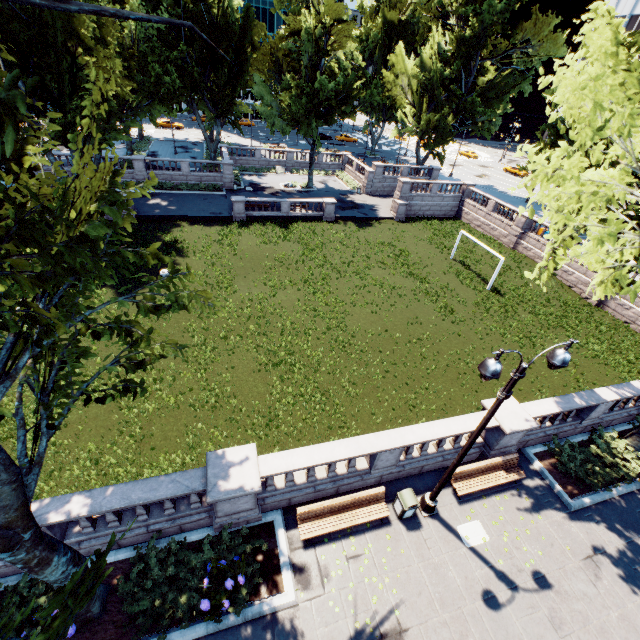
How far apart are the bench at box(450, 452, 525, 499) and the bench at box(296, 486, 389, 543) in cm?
267

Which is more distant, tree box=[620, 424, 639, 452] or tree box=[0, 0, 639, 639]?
tree box=[620, 424, 639, 452]

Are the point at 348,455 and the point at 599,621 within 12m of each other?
yes

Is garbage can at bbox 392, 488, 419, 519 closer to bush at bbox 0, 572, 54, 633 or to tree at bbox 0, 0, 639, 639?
tree at bbox 0, 0, 639, 639

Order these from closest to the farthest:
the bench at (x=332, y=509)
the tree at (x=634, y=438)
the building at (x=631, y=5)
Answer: the bench at (x=332, y=509), the tree at (x=634, y=438), the building at (x=631, y=5)

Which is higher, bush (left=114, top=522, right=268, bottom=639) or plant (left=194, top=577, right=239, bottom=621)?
plant (left=194, top=577, right=239, bottom=621)

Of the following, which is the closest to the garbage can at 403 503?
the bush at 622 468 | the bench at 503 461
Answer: the bench at 503 461

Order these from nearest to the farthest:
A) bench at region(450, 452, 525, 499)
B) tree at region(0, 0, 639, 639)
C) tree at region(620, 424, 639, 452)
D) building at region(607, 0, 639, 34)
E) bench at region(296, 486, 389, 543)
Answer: tree at region(0, 0, 639, 639) → bench at region(296, 486, 389, 543) → bench at region(450, 452, 525, 499) → tree at region(620, 424, 639, 452) → building at region(607, 0, 639, 34)
